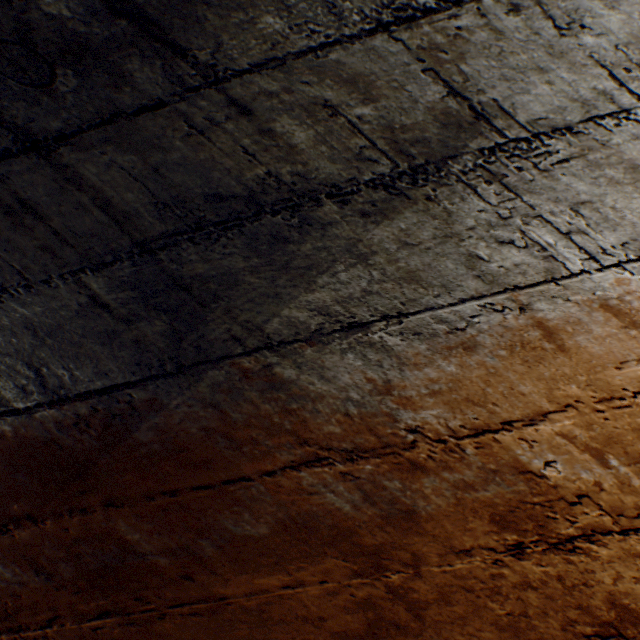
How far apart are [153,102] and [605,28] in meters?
0.9
